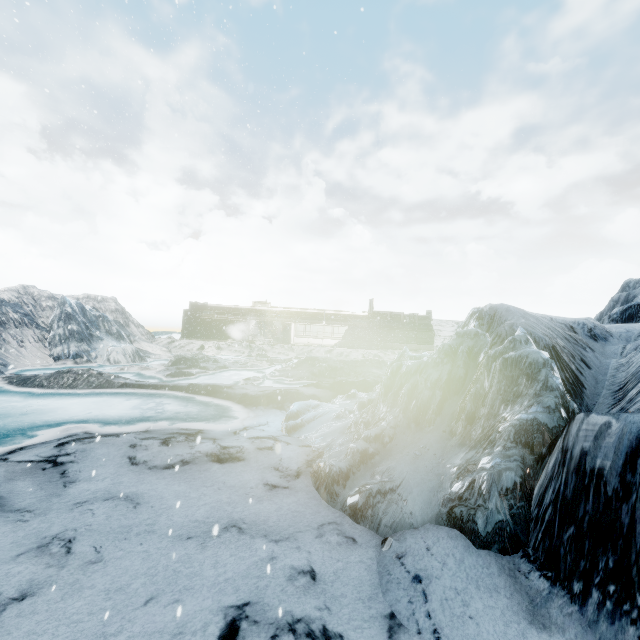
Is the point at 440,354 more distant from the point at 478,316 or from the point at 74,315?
the point at 74,315
